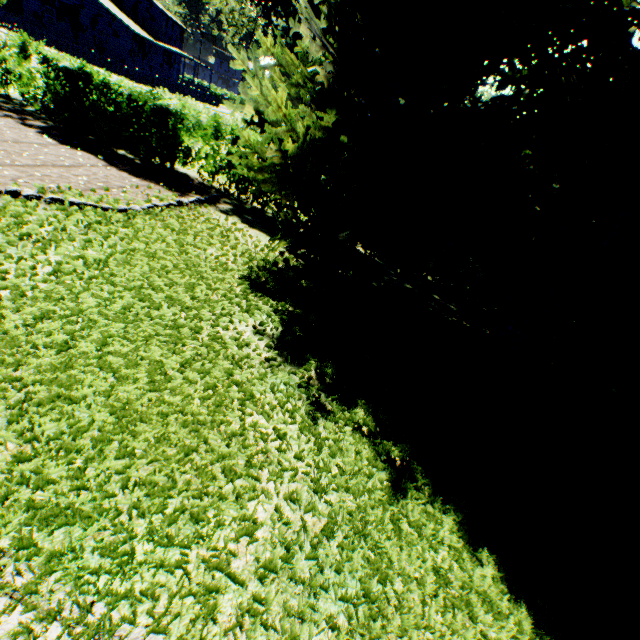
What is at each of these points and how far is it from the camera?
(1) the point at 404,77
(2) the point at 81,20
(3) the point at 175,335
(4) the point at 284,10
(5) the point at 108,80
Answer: (1) tree, 5.24m
(2) house, 35.12m
(3) plant, 3.65m
(4) plant, 17.86m
(5) hedge, 8.52m

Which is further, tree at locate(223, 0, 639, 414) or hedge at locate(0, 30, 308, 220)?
hedge at locate(0, 30, 308, 220)

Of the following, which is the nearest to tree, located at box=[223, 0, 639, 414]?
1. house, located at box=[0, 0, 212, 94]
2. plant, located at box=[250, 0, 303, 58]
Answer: plant, located at box=[250, 0, 303, 58]

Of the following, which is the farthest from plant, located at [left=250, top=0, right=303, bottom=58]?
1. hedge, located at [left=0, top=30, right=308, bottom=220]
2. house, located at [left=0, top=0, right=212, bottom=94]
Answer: hedge, located at [left=0, top=30, right=308, bottom=220]

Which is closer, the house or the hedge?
the hedge

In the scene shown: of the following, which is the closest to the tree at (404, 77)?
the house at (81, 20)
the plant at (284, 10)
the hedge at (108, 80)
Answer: the hedge at (108, 80)

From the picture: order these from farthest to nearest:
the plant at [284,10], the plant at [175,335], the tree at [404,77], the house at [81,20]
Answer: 1. the house at [81,20]
2. the plant at [284,10]
3. the tree at [404,77]
4. the plant at [175,335]

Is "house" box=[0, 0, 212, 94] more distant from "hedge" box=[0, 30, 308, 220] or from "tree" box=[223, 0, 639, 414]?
"tree" box=[223, 0, 639, 414]
